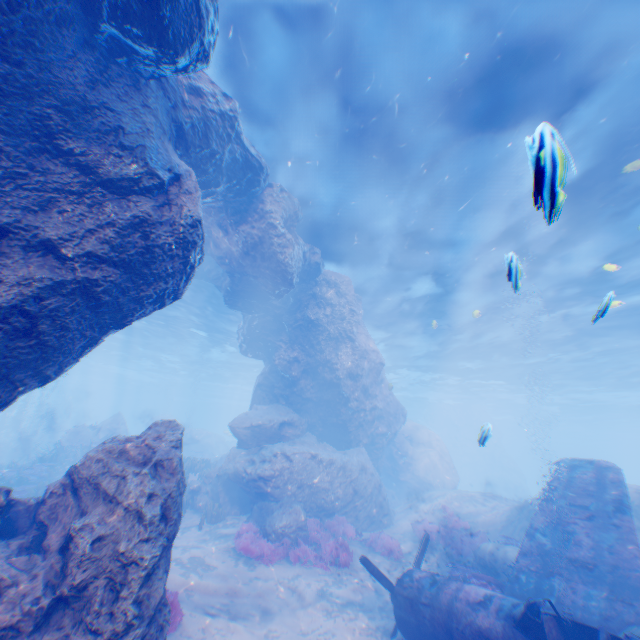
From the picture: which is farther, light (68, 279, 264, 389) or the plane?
light (68, 279, 264, 389)

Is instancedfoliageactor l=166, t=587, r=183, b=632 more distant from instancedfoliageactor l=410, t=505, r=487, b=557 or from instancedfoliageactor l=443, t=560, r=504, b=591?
instancedfoliageactor l=410, t=505, r=487, b=557

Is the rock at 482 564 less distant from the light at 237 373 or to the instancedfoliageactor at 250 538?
the instancedfoliageactor at 250 538

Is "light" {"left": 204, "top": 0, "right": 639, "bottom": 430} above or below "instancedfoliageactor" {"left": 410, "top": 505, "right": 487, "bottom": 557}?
above

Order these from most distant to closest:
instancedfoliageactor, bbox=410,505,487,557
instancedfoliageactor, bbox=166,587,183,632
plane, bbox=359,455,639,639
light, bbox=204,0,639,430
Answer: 1. instancedfoliageactor, bbox=410,505,487,557
2. light, bbox=204,0,639,430
3. instancedfoliageactor, bbox=166,587,183,632
4. plane, bbox=359,455,639,639

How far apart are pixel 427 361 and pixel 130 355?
38.07m

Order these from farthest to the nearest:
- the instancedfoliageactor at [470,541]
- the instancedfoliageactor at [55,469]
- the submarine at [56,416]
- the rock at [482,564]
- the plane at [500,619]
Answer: the submarine at [56,416]
the instancedfoliageactor at [55,469]
the instancedfoliageactor at [470,541]
the rock at [482,564]
the plane at [500,619]

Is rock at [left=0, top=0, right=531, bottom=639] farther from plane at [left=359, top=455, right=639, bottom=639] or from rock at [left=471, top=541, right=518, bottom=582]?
rock at [left=471, top=541, right=518, bottom=582]
